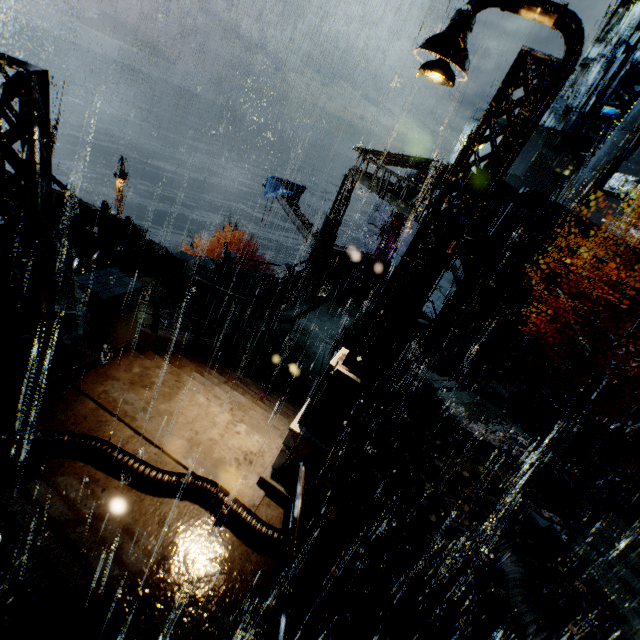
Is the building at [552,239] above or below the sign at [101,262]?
above

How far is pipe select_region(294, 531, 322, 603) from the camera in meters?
5.4 m

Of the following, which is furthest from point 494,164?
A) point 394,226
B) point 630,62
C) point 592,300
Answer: point 630,62

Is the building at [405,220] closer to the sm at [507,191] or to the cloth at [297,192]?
the sm at [507,191]

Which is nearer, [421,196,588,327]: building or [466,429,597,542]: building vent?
[466,429,597,542]: building vent

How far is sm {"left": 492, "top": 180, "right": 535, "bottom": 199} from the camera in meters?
15.2

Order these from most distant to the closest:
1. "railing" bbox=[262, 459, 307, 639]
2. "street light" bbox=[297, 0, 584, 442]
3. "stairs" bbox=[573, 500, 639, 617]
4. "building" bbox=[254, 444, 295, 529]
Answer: "stairs" bbox=[573, 500, 639, 617] < "building" bbox=[254, 444, 295, 529] < "railing" bbox=[262, 459, 307, 639] < "street light" bbox=[297, 0, 584, 442]

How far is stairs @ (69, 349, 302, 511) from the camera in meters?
6.0 m
